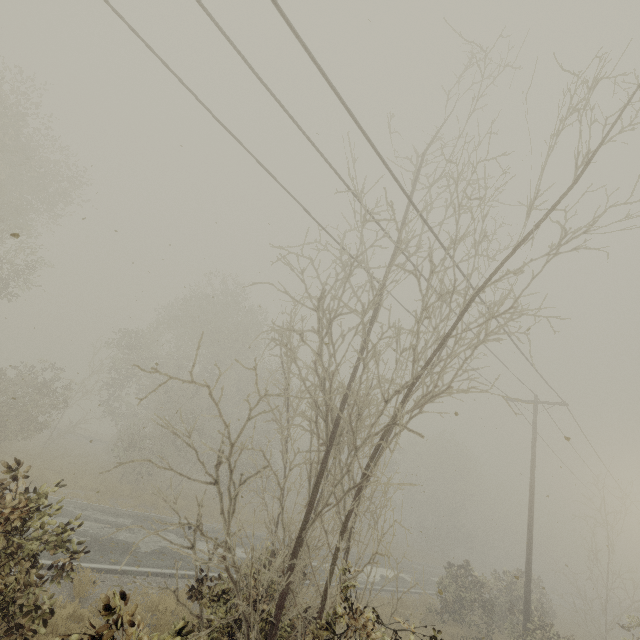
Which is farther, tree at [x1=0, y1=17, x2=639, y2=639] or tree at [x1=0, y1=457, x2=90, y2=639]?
tree at [x1=0, y1=17, x2=639, y2=639]

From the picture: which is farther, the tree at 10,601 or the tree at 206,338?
the tree at 206,338

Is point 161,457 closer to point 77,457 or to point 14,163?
point 14,163
